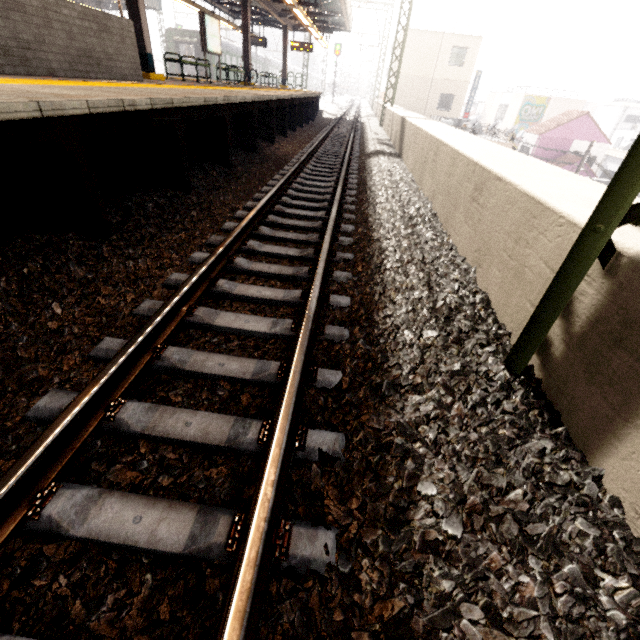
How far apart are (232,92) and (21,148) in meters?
6.2 m

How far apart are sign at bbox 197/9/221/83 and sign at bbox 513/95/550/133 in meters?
32.4

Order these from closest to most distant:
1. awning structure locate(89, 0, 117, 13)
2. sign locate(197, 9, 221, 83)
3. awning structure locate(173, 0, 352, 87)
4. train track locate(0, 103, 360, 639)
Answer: train track locate(0, 103, 360, 639)
sign locate(197, 9, 221, 83)
awning structure locate(173, 0, 352, 87)
awning structure locate(89, 0, 117, 13)

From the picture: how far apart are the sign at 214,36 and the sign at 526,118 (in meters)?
32.39

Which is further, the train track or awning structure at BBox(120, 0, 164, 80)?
awning structure at BBox(120, 0, 164, 80)

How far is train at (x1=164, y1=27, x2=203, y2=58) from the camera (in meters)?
27.36

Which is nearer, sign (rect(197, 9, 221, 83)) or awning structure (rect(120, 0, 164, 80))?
awning structure (rect(120, 0, 164, 80))

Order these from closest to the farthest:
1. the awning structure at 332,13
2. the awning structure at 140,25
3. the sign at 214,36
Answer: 1. the awning structure at 140,25
2. the sign at 214,36
3. the awning structure at 332,13
